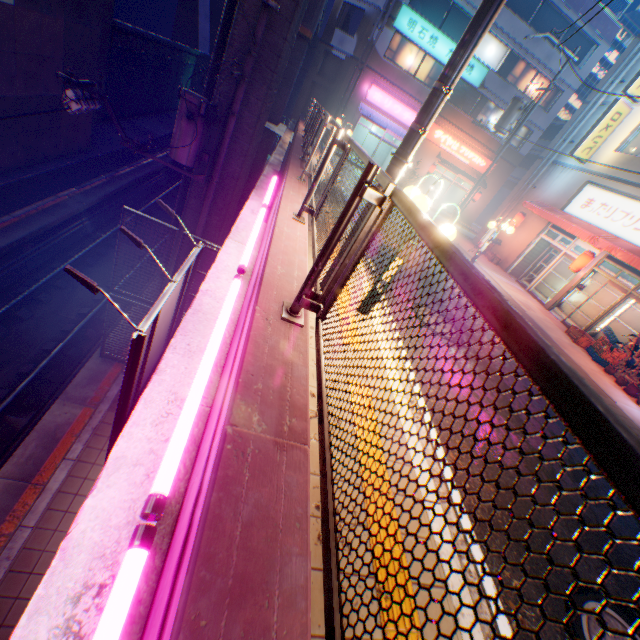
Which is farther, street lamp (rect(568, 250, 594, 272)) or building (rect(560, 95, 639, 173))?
building (rect(560, 95, 639, 173))

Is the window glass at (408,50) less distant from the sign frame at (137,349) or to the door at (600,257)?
the door at (600,257)

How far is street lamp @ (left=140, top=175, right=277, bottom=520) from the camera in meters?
1.4

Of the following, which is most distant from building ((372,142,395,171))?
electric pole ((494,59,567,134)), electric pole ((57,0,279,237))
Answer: electric pole ((57,0,279,237))

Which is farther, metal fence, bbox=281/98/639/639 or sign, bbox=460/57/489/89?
sign, bbox=460/57/489/89

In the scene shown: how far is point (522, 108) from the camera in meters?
16.8

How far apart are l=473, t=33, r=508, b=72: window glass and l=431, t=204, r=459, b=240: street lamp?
27.42m

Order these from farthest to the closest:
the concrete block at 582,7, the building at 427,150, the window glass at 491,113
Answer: the building at 427,150
the window glass at 491,113
the concrete block at 582,7
